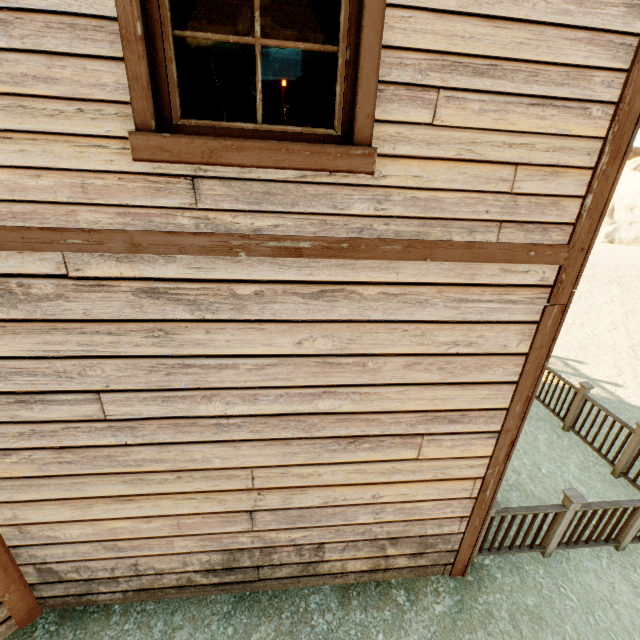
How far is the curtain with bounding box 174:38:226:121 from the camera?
1.8 meters

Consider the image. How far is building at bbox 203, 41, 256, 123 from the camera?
3.9 meters

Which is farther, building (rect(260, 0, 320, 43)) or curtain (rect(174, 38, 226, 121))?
building (rect(260, 0, 320, 43))

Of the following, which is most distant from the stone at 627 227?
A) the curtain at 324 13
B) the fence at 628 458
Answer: the curtain at 324 13

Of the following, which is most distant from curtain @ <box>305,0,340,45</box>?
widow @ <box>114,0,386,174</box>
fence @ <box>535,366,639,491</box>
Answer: fence @ <box>535,366,639,491</box>

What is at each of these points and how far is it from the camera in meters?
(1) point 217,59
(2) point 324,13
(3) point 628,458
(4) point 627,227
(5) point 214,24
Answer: (1) building, 3.9 m
(2) curtain, 1.8 m
(3) fence, 4.8 m
(4) stone, 28.3 m
(5) building, 3.8 m

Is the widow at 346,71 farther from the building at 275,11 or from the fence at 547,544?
the fence at 547,544

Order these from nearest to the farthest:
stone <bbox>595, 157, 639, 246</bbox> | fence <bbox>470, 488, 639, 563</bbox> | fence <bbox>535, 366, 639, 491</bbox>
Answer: fence <bbox>470, 488, 639, 563</bbox> < fence <bbox>535, 366, 639, 491</bbox> < stone <bbox>595, 157, 639, 246</bbox>
